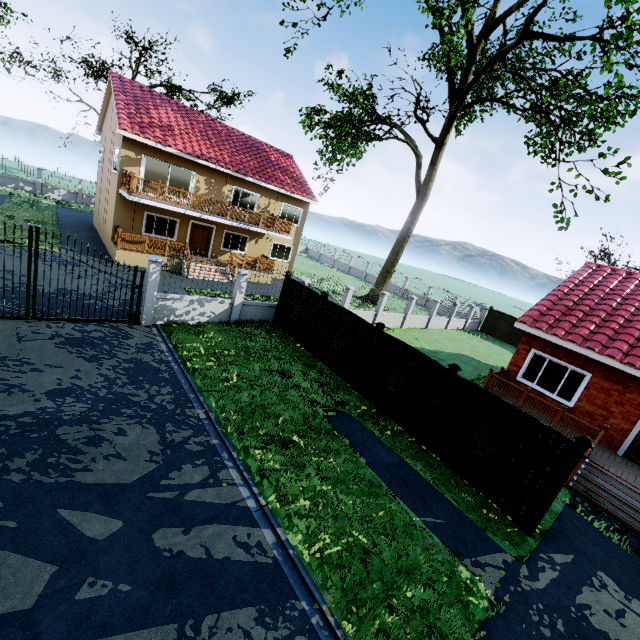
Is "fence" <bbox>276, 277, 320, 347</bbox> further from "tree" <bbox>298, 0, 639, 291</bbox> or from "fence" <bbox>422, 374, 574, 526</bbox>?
"tree" <bbox>298, 0, 639, 291</bbox>

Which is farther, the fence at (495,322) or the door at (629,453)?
the fence at (495,322)

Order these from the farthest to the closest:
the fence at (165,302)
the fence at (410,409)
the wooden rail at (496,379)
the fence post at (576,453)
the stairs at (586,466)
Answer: the fence at (165,302)
the wooden rail at (496,379)
the fence at (410,409)
the stairs at (586,466)
the fence post at (576,453)

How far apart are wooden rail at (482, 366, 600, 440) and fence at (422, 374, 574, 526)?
4.3 meters

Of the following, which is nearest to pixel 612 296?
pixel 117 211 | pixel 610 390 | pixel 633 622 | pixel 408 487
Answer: pixel 610 390

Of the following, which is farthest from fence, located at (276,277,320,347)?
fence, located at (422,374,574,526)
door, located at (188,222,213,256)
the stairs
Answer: door, located at (188,222,213,256)

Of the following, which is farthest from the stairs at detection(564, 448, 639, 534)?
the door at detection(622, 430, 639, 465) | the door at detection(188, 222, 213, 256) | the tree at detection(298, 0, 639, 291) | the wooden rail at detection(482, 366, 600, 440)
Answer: the door at detection(188, 222, 213, 256)

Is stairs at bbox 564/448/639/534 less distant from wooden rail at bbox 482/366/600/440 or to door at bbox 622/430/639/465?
wooden rail at bbox 482/366/600/440
